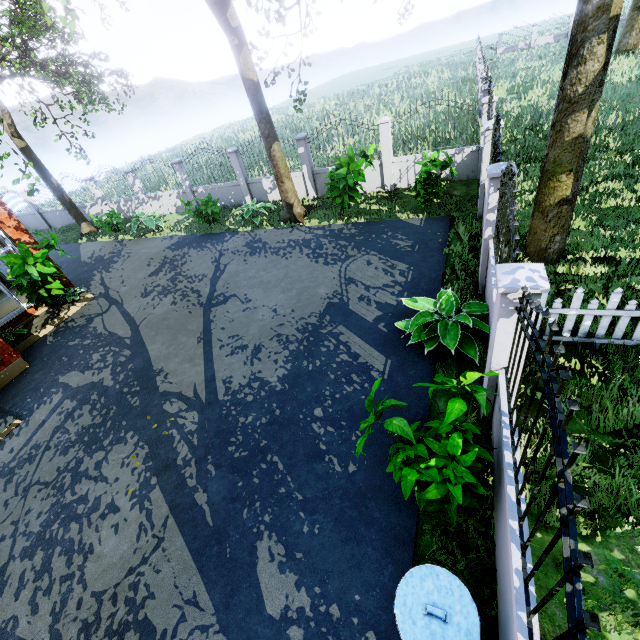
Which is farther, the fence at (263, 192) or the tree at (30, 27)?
the fence at (263, 192)

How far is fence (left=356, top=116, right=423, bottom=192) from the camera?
11.5 meters

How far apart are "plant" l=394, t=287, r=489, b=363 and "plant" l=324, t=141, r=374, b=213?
5.1 meters

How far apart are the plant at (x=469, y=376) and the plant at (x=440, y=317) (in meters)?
1.25

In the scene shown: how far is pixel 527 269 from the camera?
3.1 meters

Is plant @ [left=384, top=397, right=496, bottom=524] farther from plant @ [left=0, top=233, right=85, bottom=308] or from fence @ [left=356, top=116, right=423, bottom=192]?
plant @ [left=0, top=233, right=85, bottom=308]

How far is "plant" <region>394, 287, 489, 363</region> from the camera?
5.4 meters

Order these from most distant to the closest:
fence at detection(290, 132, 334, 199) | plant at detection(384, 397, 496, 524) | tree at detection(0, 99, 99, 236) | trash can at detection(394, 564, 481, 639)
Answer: tree at detection(0, 99, 99, 236), fence at detection(290, 132, 334, 199), plant at detection(384, 397, 496, 524), trash can at detection(394, 564, 481, 639)
